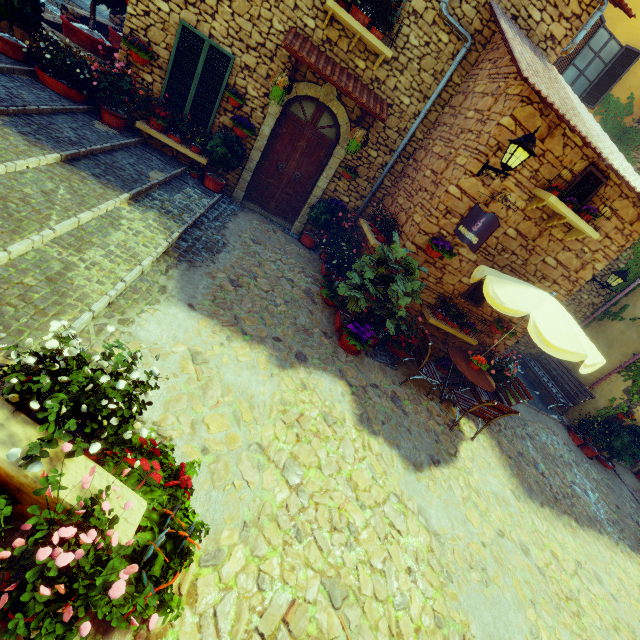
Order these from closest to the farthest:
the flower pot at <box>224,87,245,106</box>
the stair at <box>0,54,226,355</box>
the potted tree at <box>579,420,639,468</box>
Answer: the stair at <box>0,54,226,355</box>, the flower pot at <box>224,87,245,106</box>, the potted tree at <box>579,420,639,468</box>

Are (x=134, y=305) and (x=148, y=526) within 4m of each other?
yes

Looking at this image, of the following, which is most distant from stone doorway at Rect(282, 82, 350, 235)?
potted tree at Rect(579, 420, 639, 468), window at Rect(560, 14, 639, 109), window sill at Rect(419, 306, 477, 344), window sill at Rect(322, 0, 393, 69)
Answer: potted tree at Rect(579, 420, 639, 468)

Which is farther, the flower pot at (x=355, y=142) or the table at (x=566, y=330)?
the flower pot at (x=355, y=142)

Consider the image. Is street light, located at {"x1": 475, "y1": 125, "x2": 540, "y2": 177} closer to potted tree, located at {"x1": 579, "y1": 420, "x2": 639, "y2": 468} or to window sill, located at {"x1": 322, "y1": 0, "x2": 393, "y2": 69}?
window sill, located at {"x1": 322, "y1": 0, "x2": 393, "y2": 69}

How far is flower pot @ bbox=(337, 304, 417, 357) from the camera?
6.09m

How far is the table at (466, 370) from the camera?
6.30m

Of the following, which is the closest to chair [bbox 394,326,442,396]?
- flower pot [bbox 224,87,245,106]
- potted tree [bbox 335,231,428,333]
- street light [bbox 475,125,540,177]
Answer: potted tree [bbox 335,231,428,333]
